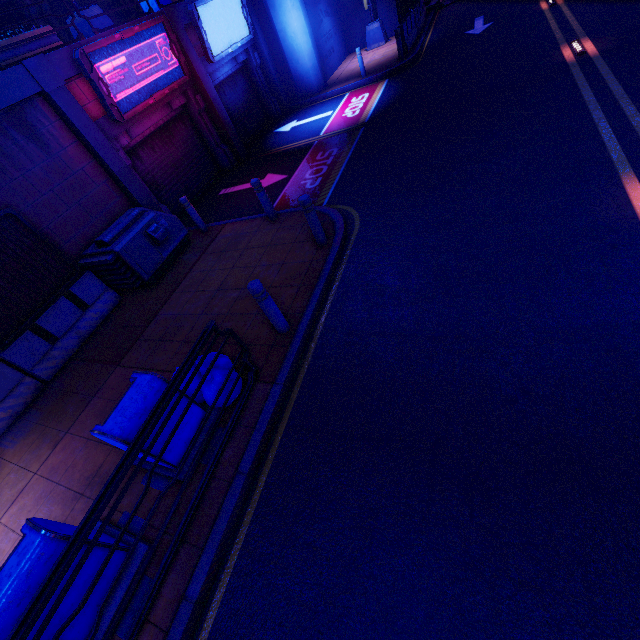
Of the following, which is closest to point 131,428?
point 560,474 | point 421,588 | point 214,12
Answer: point 421,588

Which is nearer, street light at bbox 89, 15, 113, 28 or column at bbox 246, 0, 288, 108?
street light at bbox 89, 15, 113, 28

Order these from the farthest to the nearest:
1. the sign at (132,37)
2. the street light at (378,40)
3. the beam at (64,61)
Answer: the street light at (378,40) < the sign at (132,37) < the beam at (64,61)

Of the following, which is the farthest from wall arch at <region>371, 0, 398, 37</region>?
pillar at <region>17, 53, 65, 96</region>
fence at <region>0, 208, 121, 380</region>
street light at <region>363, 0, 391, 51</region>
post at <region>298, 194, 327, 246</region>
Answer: fence at <region>0, 208, 121, 380</region>

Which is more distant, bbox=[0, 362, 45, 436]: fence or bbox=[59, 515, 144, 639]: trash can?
bbox=[0, 362, 45, 436]: fence

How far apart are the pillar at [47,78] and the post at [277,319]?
7.32m

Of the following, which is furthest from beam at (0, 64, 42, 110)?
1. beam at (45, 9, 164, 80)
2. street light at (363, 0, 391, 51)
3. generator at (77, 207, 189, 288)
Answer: street light at (363, 0, 391, 51)

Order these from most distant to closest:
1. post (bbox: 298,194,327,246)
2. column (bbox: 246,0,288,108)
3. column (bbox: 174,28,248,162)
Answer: column (bbox: 246,0,288,108)
column (bbox: 174,28,248,162)
post (bbox: 298,194,327,246)
